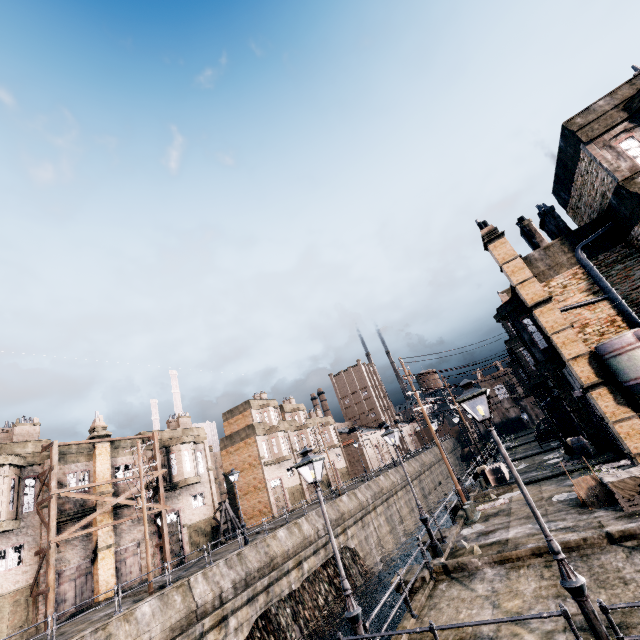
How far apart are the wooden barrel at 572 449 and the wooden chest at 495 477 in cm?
510

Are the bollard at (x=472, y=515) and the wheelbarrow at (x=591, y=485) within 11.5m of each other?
→ yes

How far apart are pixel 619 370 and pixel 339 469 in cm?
5238

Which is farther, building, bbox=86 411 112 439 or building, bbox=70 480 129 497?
building, bbox=86 411 112 439

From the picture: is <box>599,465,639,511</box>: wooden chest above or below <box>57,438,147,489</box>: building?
below

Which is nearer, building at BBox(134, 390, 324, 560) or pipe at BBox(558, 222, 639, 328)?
pipe at BBox(558, 222, 639, 328)
